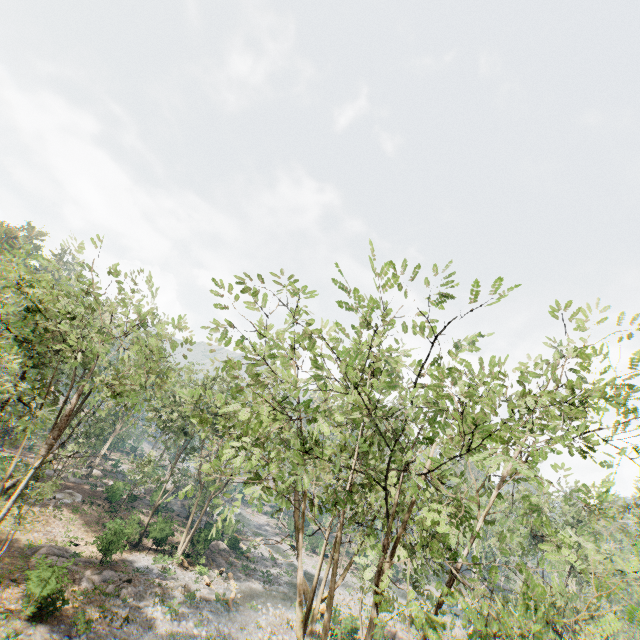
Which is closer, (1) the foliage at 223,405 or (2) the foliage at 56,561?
(1) the foliage at 223,405

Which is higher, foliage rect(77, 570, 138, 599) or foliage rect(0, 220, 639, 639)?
foliage rect(0, 220, 639, 639)

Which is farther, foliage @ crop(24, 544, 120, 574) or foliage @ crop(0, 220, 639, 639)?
foliage @ crop(24, 544, 120, 574)

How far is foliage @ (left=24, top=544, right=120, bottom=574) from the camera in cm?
1773

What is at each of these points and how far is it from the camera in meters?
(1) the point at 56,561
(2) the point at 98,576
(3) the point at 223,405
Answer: (1) foliage, 18.5
(2) foliage, 22.9
(3) foliage, 12.7

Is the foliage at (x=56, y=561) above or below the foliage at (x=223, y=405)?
below
